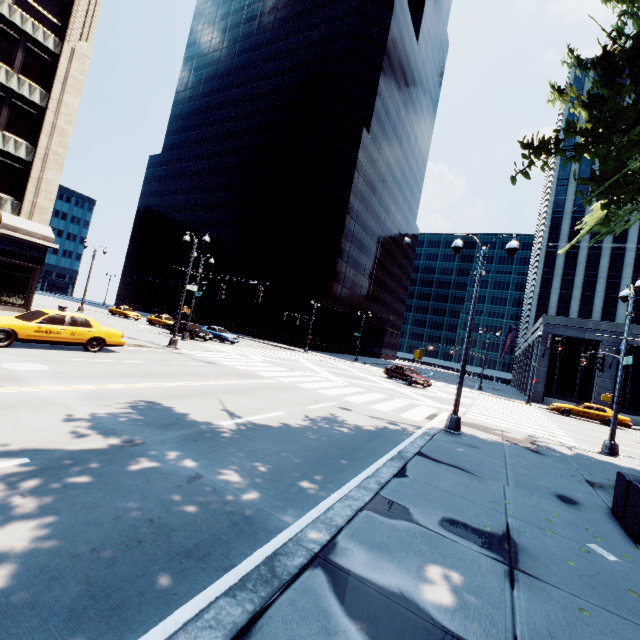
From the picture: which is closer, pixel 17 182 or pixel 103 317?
pixel 17 182

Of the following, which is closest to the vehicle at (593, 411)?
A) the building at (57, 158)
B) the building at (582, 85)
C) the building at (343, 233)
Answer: the building at (582, 85)

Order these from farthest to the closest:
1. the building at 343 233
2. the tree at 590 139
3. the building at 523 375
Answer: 1. the building at 343 233
2. the building at 523 375
3. the tree at 590 139

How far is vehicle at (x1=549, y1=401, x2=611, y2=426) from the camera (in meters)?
26.31

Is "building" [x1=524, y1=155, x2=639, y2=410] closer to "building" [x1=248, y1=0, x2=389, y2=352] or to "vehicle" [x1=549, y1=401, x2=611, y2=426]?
"vehicle" [x1=549, y1=401, x2=611, y2=426]

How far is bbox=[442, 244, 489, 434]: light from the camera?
11.6 meters

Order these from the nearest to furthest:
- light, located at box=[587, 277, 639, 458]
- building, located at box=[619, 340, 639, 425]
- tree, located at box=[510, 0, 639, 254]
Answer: tree, located at box=[510, 0, 639, 254] < light, located at box=[587, 277, 639, 458] < building, located at box=[619, 340, 639, 425]

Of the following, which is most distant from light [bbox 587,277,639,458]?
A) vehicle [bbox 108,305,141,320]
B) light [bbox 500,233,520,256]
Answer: vehicle [bbox 108,305,141,320]
